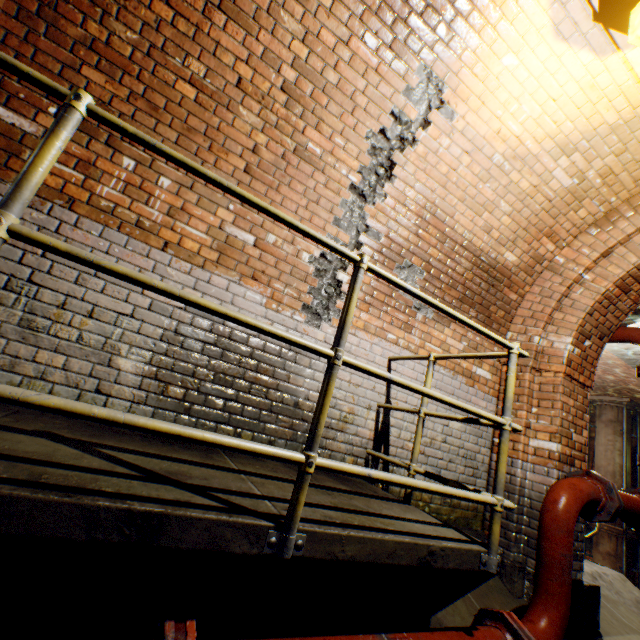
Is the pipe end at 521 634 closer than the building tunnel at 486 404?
Yes

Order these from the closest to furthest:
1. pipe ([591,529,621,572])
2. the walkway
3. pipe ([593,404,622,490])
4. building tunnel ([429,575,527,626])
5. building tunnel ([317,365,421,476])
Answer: the walkway → building tunnel ([429,575,527,626]) → building tunnel ([317,365,421,476]) → pipe ([591,529,621,572]) → pipe ([593,404,622,490])

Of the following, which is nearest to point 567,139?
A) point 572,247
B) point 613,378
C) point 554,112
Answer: point 554,112

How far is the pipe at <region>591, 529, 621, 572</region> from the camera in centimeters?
1028cm

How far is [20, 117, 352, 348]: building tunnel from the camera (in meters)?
2.23

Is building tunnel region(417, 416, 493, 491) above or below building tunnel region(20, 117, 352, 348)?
below

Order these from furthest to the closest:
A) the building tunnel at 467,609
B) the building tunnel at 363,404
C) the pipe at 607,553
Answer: the pipe at 607,553, the building tunnel at 363,404, the building tunnel at 467,609
